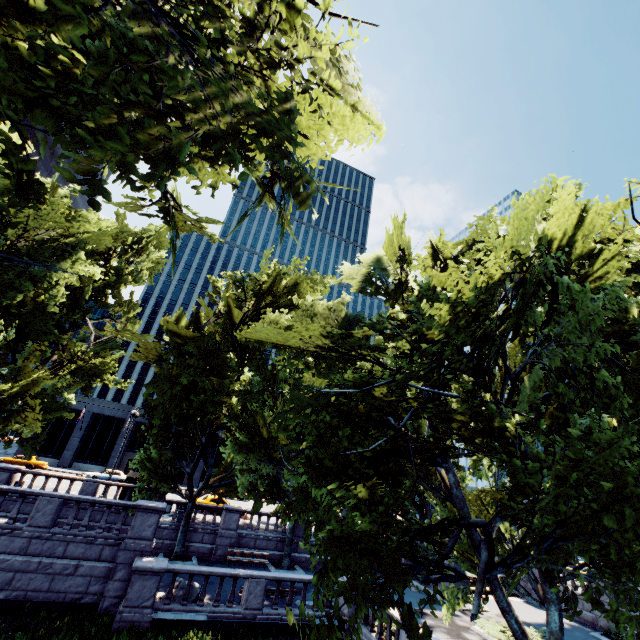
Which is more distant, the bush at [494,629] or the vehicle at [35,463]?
the vehicle at [35,463]

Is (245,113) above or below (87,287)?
below

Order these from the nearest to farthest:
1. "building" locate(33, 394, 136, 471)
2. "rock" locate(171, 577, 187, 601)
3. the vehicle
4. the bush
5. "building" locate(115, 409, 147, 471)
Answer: "rock" locate(171, 577, 187, 601) < the bush < the vehicle < "building" locate(33, 394, 136, 471) < "building" locate(115, 409, 147, 471)

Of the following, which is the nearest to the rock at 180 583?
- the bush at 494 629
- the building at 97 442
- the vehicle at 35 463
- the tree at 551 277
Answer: the tree at 551 277

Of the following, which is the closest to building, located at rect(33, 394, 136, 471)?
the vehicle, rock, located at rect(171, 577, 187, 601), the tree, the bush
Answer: the vehicle

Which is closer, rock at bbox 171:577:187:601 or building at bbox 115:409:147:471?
rock at bbox 171:577:187:601

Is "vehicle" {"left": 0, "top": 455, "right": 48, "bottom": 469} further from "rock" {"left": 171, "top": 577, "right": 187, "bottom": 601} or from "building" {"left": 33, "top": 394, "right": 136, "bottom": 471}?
"rock" {"left": 171, "top": 577, "right": 187, "bottom": 601}
